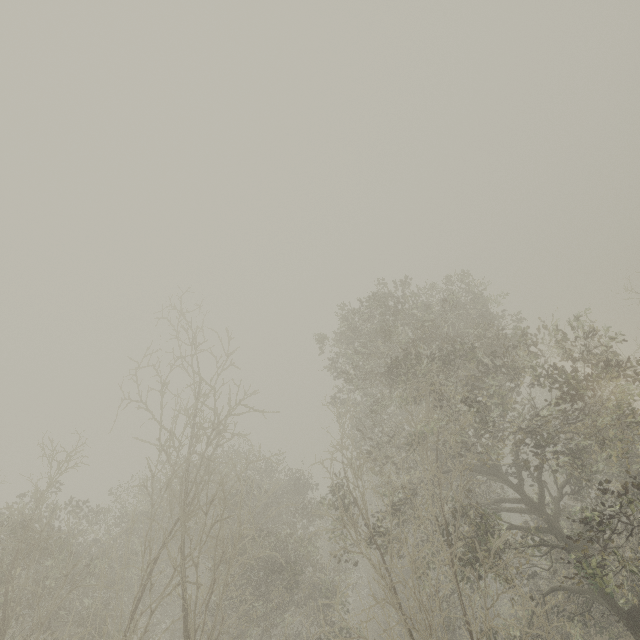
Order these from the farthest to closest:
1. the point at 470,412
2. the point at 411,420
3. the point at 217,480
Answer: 1. the point at 217,480
2. the point at 411,420
3. the point at 470,412
